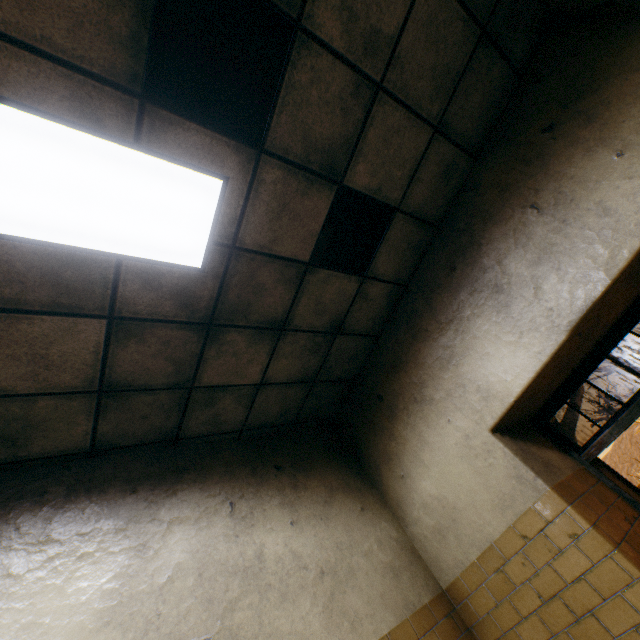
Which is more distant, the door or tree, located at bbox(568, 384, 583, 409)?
tree, located at bbox(568, 384, 583, 409)

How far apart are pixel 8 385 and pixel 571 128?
4.4 meters

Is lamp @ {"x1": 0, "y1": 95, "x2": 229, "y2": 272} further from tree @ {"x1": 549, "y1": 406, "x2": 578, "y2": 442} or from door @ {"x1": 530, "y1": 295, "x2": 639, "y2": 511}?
tree @ {"x1": 549, "y1": 406, "x2": 578, "y2": 442}

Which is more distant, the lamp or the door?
the door

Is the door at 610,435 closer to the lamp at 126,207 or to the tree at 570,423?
the lamp at 126,207

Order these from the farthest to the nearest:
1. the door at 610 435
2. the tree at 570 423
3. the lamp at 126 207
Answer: the tree at 570 423
the door at 610 435
the lamp at 126 207

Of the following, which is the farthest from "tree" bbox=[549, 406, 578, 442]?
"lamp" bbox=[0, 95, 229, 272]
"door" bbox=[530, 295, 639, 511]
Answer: "door" bbox=[530, 295, 639, 511]
